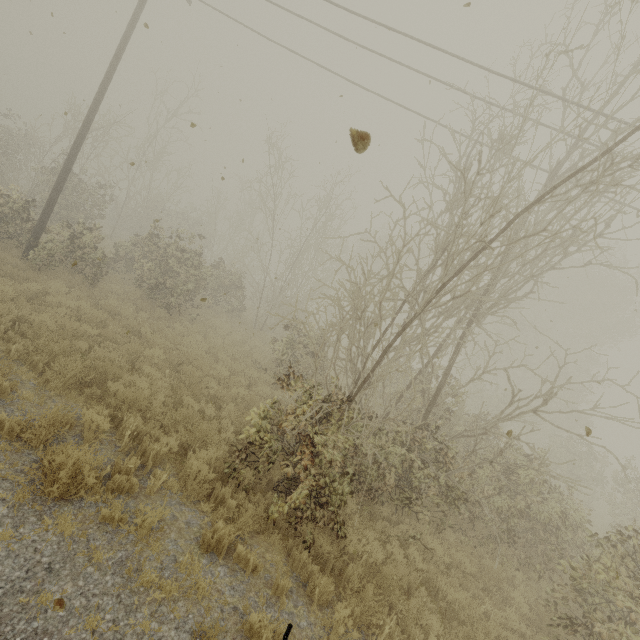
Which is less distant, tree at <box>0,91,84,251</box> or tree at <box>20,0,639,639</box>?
tree at <box>20,0,639,639</box>

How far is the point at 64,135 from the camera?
19.64m

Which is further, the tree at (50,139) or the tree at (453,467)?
the tree at (50,139)
